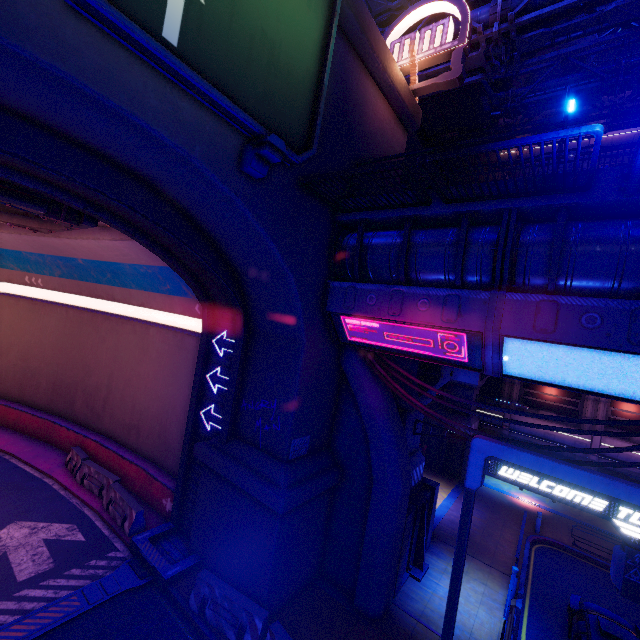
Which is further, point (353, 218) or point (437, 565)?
point (437, 565)

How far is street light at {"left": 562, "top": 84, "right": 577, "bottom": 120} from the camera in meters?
11.3 m

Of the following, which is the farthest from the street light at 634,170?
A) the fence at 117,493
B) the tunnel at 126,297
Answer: the fence at 117,493

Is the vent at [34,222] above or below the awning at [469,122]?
below

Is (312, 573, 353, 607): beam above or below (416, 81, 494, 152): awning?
below

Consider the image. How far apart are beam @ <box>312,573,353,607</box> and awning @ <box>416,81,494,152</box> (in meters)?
23.71

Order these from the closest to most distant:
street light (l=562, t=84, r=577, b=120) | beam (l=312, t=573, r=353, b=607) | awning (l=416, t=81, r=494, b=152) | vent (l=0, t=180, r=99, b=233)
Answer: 1. vent (l=0, t=180, r=99, b=233)
2. beam (l=312, t=573, r=353, b=607)
3. street light (l=562, t=84, r=577, b=120)
4. awning (l=416, t=81, r=494, b=152)

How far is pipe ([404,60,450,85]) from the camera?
14.8m
